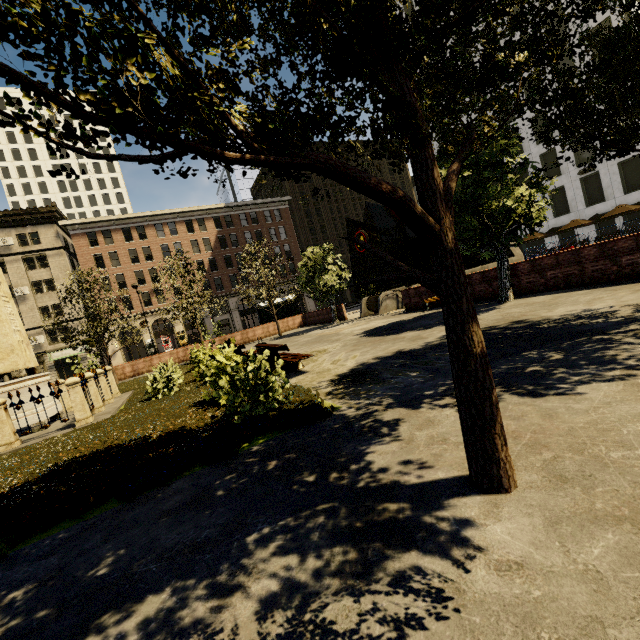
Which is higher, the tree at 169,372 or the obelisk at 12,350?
the obelisk at 12,350

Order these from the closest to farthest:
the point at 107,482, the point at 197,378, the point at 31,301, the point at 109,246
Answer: the point at 107,482, the point at 197,378, the point at 31,301, the point at 109,246

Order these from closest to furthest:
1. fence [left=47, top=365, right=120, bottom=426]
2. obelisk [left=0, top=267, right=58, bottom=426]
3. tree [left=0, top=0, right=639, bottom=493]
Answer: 1. tree [left=0, top=0, right=639, bottom=493]
2. fence [left=47, top=365, right=120, bottom=426]
3. obelisk [left=0, top=267, right=58, bottom=426]

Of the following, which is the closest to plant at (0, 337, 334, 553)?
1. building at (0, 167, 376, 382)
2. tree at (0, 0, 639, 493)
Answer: tree at (0, 0, 639, 493)

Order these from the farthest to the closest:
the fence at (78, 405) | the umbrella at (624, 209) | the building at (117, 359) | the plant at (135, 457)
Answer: the building at (117, 359) < the umbrella at (624, 209) < the fence at (78, 405) < the plant at (135, 457)

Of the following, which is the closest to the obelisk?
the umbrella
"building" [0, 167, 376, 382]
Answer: "building" [0, 167, 376, 382]

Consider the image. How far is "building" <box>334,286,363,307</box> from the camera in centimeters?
5634cm

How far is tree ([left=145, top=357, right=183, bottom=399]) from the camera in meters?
10.3 m
